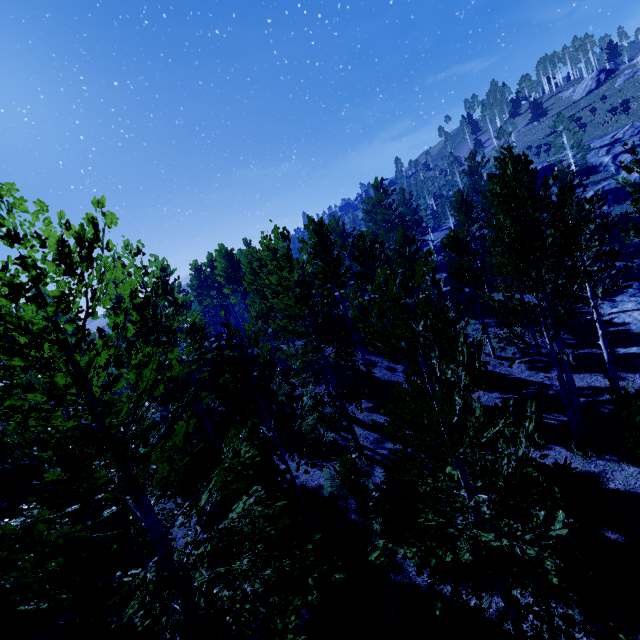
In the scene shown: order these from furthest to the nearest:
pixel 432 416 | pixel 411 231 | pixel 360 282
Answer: pixel 411 231 → pixel 360 282 → pixel 432 416

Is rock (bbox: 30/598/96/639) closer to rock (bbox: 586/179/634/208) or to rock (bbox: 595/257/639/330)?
rock (bbox: 595/257/639/330)

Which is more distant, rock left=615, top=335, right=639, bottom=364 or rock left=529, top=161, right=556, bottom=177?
rock left=529, top=161, right=556, bottom=177

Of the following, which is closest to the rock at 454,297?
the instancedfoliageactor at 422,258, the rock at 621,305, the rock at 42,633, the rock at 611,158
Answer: the instancedfoliageactor at 422,258

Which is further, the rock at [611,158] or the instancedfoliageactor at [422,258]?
the rock at [611,158]

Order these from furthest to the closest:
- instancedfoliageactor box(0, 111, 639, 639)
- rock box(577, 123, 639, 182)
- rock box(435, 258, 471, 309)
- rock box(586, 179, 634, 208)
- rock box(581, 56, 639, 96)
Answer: rock box(581, 56, 639, 96), rock box(577, 123, 639, 182), rock box(586, 179, 634, 208), rock box(435, 258, 471, 309), instancedfoliageactor box(0, 111, 639, 639)

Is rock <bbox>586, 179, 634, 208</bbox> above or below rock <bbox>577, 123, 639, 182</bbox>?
below

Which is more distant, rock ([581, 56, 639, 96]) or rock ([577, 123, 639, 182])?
rock ([581, 56, 639, 96])
